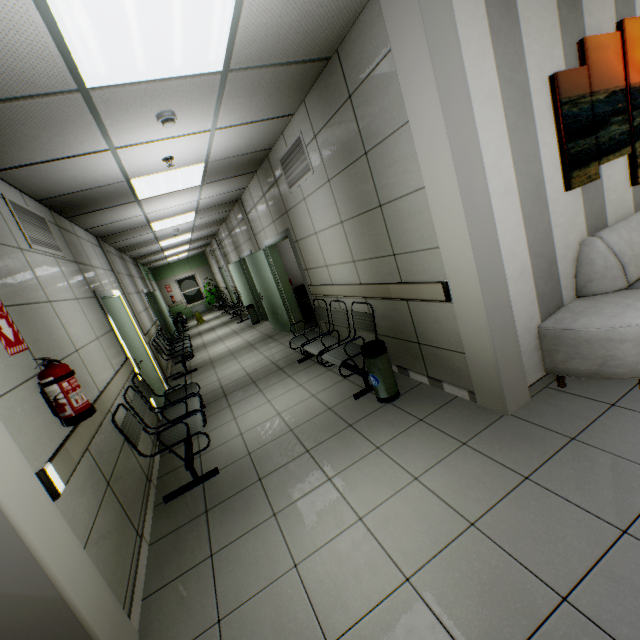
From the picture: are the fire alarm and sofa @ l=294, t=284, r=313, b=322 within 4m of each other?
no

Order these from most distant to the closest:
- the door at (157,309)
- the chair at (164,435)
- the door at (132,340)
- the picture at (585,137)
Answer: the door at (157,309)
the door at (132,340)
the chair at (164,435)
the picture at (585,137)

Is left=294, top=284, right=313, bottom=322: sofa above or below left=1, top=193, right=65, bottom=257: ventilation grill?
below

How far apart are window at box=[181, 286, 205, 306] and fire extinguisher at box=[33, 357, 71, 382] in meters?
17.2 m

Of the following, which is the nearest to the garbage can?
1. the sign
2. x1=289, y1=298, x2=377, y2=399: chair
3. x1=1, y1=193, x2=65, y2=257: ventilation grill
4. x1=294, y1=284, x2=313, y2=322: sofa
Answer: x1=289, y1=298, x2=377, y2=399: chair

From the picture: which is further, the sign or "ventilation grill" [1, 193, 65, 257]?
"ventilation grill" [1, 193, 65, 257]

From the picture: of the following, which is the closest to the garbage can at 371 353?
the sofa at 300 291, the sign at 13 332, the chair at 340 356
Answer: the chair at 340 356

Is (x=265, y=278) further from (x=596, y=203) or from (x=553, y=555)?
(x=553, y=555)
